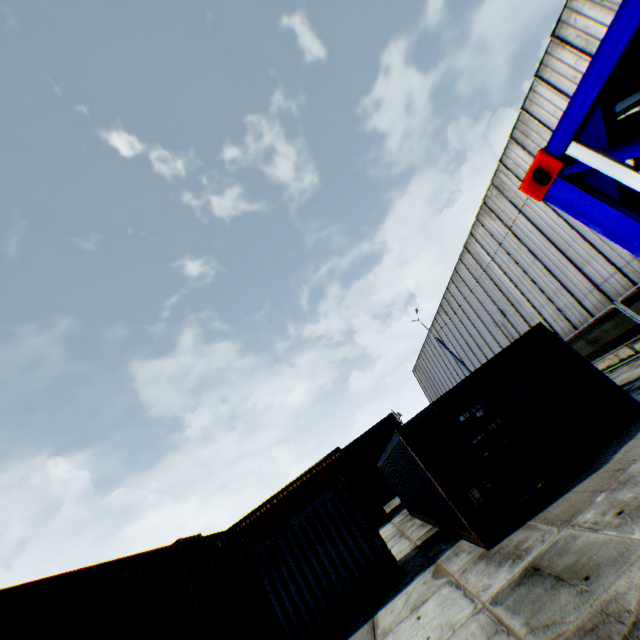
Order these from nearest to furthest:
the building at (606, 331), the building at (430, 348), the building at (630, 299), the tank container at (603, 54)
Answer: the tank container at (603, 54) → the building at (630, 299) → the building at (606, 331) → the building at (430, 348)

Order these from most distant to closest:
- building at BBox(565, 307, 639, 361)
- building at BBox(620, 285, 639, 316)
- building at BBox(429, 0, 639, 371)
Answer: building at BBox(565, 307, 639, 361), building at BBox(620, 285, 639, 316), building at BBox(429, 0, 639, 371)

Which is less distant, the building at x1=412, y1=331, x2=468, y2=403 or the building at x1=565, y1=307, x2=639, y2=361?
the building at x1=565, y1=307, x2=639, y2=361

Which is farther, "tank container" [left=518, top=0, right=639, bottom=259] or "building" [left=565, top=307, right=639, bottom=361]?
"building" [left=565, top=307, right=639, bottom=361]

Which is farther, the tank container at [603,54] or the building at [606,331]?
the building at [606,331]

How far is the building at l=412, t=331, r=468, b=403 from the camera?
35.1 meters

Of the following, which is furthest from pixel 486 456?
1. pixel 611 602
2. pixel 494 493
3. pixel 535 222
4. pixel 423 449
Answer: pixel 535 222
